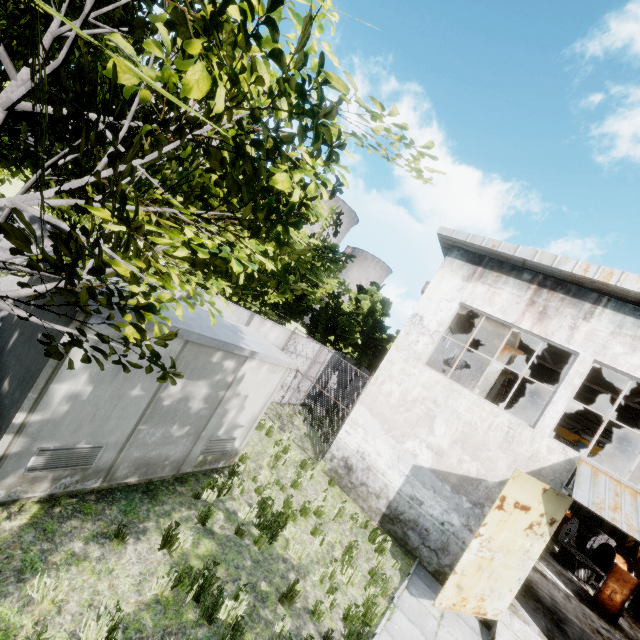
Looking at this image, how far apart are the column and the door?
5.3 meters

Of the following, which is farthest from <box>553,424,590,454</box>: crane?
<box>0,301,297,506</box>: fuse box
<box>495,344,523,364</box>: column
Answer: <box>0,301,297,506</box>: fuse box

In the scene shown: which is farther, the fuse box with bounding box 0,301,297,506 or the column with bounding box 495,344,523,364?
the column with bounding box 495,344,523,364

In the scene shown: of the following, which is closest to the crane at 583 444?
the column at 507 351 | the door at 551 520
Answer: the column at 507 351

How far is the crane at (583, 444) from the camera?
23.9m

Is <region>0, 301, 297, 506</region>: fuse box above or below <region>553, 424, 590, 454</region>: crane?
below

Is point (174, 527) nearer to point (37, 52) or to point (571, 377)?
point (37, 52)

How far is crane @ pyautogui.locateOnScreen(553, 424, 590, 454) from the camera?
23.9m
